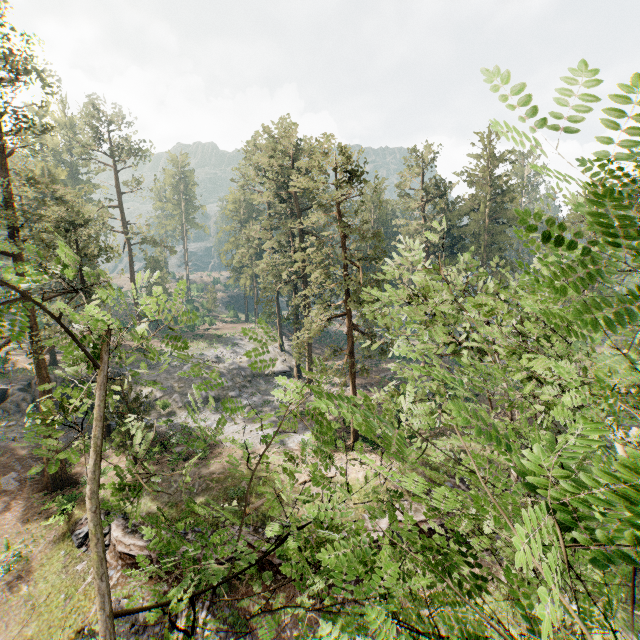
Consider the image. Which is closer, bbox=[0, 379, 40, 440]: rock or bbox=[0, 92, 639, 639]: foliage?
bbox=[0, 92, 639, 639]: foliage

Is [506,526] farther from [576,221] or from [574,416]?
[576,221]

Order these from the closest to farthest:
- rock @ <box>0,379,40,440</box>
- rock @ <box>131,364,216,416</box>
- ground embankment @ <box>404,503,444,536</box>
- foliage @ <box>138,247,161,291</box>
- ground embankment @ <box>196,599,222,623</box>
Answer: foliage @ <box>138,247,161,291</box>
ground embankment @ <box>196,599,222,623</box>
ground embankment @ <box>404,503,444,536</box>
rock @ <box>0,379,40,440</box>
rock @ <box>131,364,216,416</box>

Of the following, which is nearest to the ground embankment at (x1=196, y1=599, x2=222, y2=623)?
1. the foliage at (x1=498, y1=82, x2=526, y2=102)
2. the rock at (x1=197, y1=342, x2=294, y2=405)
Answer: the foliage at (x1=498, y1=82, x2=526, y2=102)

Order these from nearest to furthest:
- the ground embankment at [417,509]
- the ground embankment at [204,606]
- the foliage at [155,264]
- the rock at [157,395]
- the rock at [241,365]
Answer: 1. the foliage at [155,264]
2. the ground embankment at [204,606]
3. the ground embankment at [417,509]
4. the rock at [157,395]
5. the rock at [241,365]

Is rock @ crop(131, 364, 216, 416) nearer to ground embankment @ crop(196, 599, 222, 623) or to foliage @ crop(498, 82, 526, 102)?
foliage @ crop(498, 82, 526, 102)

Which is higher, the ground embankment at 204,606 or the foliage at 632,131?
the foliage at 632,131
